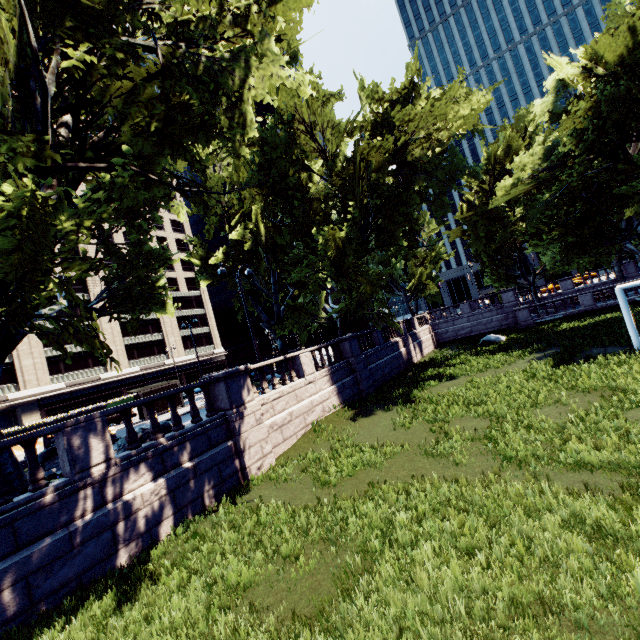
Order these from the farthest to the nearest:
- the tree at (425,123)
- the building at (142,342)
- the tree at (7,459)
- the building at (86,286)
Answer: the building at (86,286), the building at (142,342), the tree at (7,459), the tree at (425,123)

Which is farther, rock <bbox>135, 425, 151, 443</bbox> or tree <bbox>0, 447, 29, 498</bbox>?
rock <bbox>135, 425, 151, 443</bbox>

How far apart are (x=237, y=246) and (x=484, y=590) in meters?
29.5 m

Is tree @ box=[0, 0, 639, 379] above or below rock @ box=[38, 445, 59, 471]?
above

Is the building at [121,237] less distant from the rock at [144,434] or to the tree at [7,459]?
the tree at [7,459]

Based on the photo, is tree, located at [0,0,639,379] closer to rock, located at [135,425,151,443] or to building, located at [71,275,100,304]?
rock, located at [135,425,151,443]

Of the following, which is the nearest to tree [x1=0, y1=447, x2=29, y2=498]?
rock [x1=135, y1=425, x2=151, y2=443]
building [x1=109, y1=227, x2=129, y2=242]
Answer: rock [x1=135, y1=425, x2=151, y2=443]

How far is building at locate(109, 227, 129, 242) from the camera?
54.7 meters
